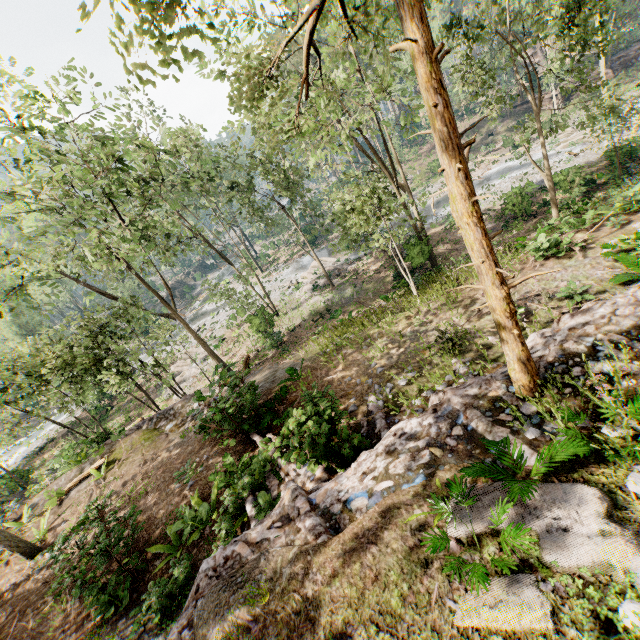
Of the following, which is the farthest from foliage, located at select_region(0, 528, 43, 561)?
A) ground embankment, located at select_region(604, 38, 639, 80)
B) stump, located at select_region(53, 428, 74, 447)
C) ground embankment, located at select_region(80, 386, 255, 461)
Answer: stump, located at select_region(53, 428, 74, 447)

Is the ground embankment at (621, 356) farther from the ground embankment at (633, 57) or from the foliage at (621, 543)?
the ground embankment at (633, 57)

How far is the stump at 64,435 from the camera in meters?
31.7

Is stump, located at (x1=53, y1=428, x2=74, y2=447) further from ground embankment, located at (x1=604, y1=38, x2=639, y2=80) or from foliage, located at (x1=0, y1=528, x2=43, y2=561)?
ground embankment, located at (x1=604, y1=38, x2=639, y2=80)

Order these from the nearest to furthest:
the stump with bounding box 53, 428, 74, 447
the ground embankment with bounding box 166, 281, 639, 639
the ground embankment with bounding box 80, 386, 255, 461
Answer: the ground embankment with bounding box 166, 281, 639, 639 < the ground embankment with bounding box 80, 386, 255, 461 < the stump with bounding box 53, 428, 74, 447

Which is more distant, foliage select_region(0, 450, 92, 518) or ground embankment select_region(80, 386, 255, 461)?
foliage select_region(0, 450, 92, 518)

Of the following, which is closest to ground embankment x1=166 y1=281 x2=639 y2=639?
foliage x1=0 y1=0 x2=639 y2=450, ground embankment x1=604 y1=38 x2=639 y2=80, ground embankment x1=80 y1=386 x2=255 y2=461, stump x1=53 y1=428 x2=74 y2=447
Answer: foliage x1=0 y1=0 x2=639 y2=450

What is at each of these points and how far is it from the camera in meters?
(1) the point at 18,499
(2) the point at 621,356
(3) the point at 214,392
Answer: (1) foliage, 15.6 m
(2) ground embankment, 5.2 m
(3) ground embankment, 11.4 m
